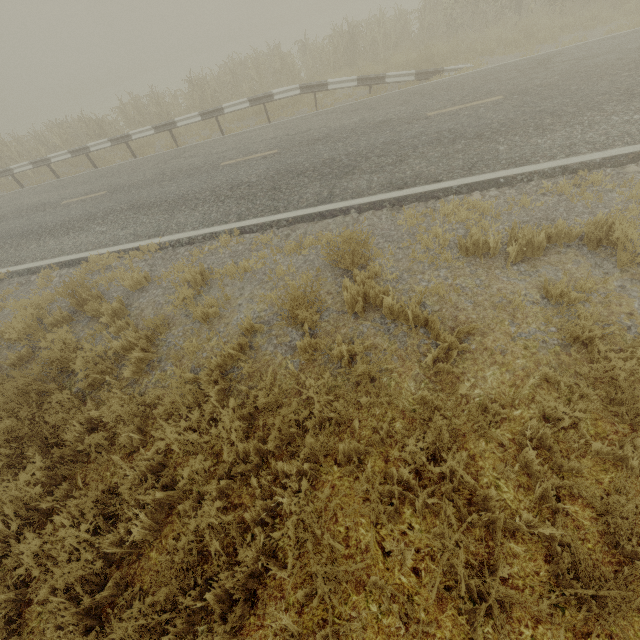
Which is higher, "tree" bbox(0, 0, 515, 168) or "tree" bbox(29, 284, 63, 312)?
"tree" bbox(29, 284, 63, 312)

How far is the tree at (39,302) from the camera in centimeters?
581cm

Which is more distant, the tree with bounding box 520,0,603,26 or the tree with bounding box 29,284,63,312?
the tree with bounding box 520,0,603,26

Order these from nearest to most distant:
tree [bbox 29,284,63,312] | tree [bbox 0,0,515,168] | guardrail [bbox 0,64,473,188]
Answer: tree [bbox 29,284,63,312], guardrail [bbox 0,64,473,188], tree [bbox 0,0,515,168]

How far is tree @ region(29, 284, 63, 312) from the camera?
5.81m

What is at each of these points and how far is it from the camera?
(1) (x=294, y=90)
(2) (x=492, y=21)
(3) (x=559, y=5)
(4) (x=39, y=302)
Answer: (1) guardrail, 11.5m
(2) tree, 14.8m
(3) tree, 12.2m
(4) tree, 5.4m

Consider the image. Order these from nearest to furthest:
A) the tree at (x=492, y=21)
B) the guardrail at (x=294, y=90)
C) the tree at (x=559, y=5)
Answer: the guardrail at (x=294, y=90) < the tree at (x=559, y=5) < the tree at (x=492, y=21)
